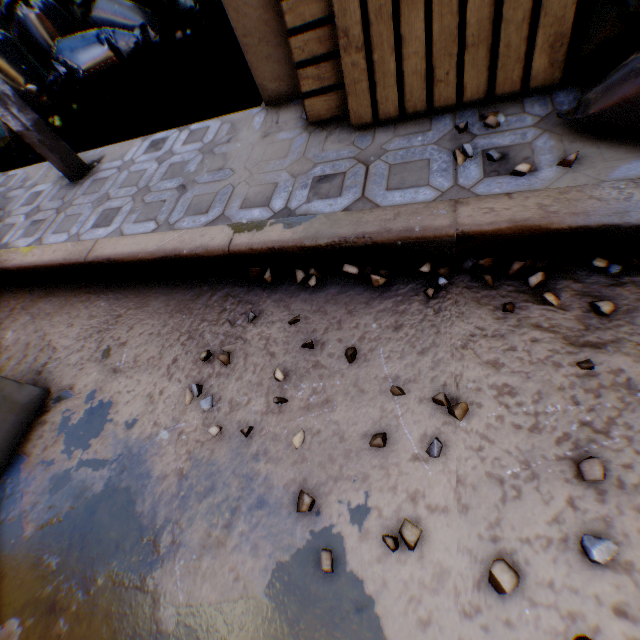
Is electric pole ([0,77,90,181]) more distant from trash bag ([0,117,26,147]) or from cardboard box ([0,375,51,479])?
cardboard box ([0,375,51,479])

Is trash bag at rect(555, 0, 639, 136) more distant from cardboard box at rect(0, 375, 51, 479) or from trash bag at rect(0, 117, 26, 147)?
cardboard box at rect(0, 375, 51, 479)

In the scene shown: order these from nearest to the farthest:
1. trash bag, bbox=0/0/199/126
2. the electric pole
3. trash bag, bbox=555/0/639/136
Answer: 1. trash bag, bbox=555/0/639/136
2. the electric pole
3. trash bag, bbox=0/0/199/126

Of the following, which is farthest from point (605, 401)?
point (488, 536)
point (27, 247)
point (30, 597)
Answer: point (27, 247)

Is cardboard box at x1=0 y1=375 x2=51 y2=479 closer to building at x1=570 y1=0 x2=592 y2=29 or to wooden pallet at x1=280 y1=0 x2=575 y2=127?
building at x1=570 y1=0 x2=592 y2=29

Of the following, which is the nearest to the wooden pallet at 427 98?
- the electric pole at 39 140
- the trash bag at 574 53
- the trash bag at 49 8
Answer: the trash bag at 574 53

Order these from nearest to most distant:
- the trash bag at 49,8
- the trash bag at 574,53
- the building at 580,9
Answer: the trash bag at 574,53 < the building at 580,9 < the trash bag at 49,8

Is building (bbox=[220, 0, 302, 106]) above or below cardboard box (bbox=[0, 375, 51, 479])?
above
